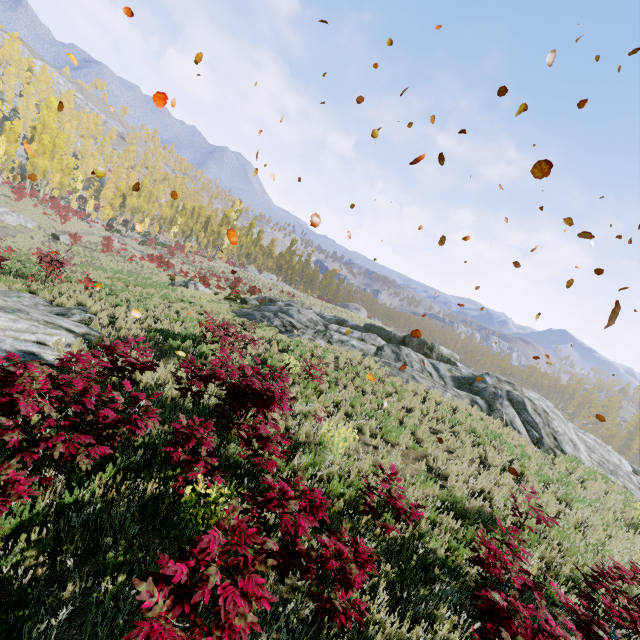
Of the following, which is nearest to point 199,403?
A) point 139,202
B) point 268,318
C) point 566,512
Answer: point 566,512

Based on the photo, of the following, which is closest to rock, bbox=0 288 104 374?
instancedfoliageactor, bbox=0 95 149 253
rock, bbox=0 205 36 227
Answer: instancedfoliageactor, bbox=0 95 149 253

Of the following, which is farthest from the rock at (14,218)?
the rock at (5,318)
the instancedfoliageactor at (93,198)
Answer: the rock at (5,318)

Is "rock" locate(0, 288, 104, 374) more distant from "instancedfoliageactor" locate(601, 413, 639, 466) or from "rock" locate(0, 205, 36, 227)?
"rock" locate(0, 205, 36, 227)

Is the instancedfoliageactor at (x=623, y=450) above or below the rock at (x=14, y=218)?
above

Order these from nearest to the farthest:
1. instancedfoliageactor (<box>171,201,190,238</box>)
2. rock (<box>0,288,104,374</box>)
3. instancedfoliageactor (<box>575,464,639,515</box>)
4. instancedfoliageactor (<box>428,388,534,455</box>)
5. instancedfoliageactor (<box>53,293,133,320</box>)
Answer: rock (<box>0,288,104,374</box>)
instancedfoliageactor (<box>575,464,639,515</box>)
instancedfoliageactor (<box>428,388,534,455</box>)
instancedfoliageactor (<box>53,293,133,320</box>)
instancedfoliageactor (<box>171,201,190,238</box>)

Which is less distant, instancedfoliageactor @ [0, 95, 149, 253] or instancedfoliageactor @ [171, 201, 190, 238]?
instancedfoliageactor @ [0, 95, 149, 253]
